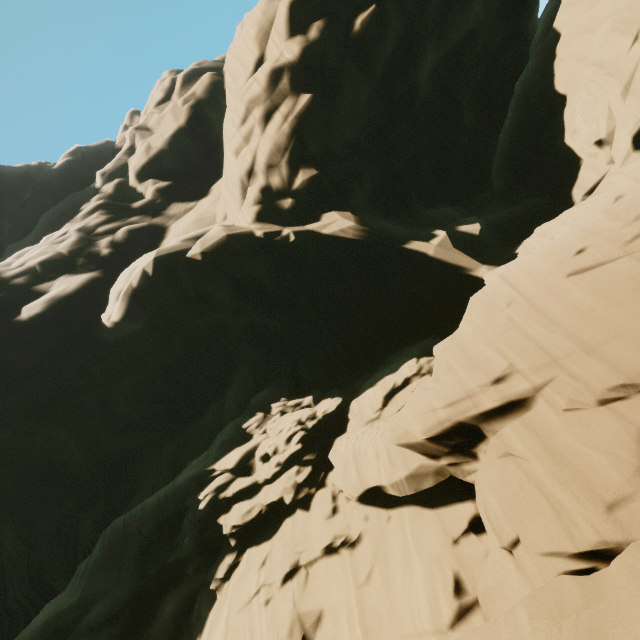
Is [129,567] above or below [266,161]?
below
